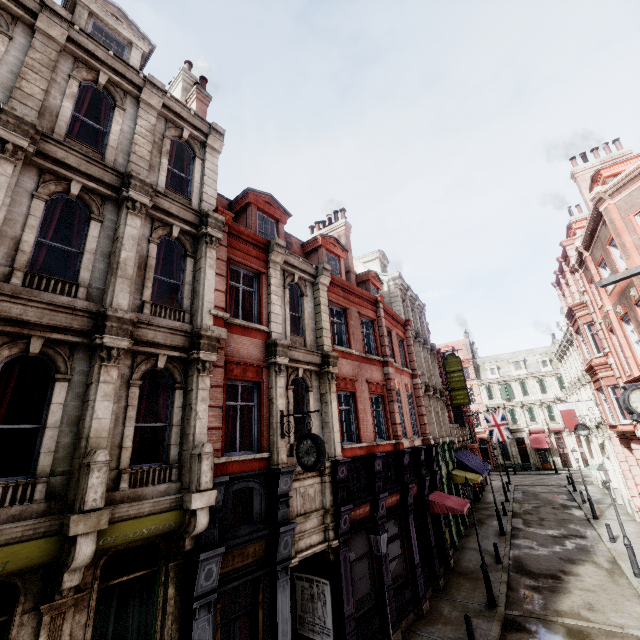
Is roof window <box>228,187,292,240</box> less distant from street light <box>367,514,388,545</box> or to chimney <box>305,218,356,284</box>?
chimney <box>305,218,356,284</box>

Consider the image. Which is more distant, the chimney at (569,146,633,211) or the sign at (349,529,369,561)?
the chimney at (569,146,633,211)

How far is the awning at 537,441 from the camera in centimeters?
4621cm

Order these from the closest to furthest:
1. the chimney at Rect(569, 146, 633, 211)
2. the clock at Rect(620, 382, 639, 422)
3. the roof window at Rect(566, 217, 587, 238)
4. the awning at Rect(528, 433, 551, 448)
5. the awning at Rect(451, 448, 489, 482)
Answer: the clock at Rect(620, 382, 639, 422)
the chimney at Rect(569, 146, 633, 211)
the awning at Rect(451, 448, 489, 482)
the roof window at Rect(566, 217, 587, 238)
the awning at Rect(528, 433, 551, 448)

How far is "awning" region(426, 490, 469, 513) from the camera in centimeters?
1583cm

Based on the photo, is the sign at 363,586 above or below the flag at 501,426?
below

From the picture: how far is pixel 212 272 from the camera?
9.8m

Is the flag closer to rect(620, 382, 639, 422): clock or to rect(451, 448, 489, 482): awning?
rect(451, 448, 489, 482): awning
